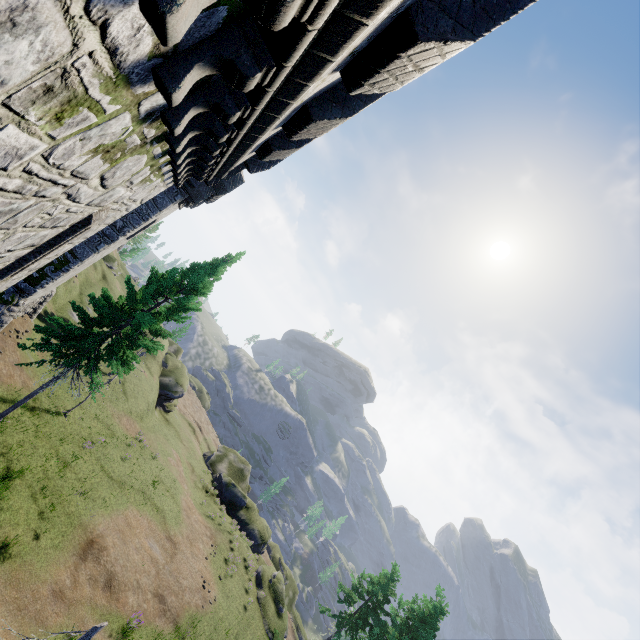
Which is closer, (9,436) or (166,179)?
(166,179)

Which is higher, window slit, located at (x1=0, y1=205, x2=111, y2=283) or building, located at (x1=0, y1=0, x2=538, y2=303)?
building, located at (x1=0, y1=0, x2=538, y2=303)

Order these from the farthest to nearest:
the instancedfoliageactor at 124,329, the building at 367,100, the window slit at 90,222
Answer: the instancedfoliageactor at 124,329 → the window slit at 90,222 → the building at 367,100

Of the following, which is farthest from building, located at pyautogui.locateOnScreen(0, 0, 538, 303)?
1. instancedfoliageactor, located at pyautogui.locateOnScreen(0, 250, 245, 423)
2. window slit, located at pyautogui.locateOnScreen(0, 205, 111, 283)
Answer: instancedfoliageactor, located at pyautogui.locateOnScreen(0, 250, 245, 423)

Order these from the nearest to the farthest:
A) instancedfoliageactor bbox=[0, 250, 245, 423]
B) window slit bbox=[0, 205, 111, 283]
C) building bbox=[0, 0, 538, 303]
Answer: building bbox=[0, 0, 538, 303] → window slit bbox=[0, 205, 111, 283] → instancedfoliageactor bbox=[0, 250, 245, 423]

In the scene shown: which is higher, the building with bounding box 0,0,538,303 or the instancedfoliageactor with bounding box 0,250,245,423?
the building with bounding box 0,0,538,303

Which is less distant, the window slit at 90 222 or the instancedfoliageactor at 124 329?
the window slit at 90 222
